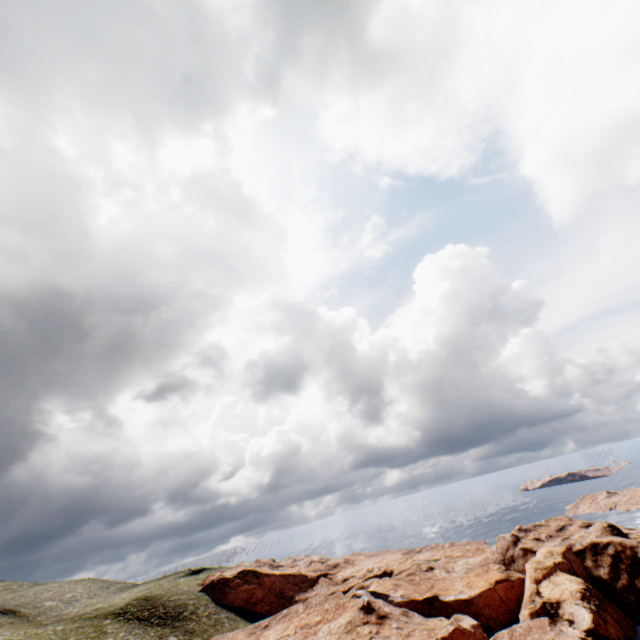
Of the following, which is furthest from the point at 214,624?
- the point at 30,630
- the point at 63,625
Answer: the point at 30,630
